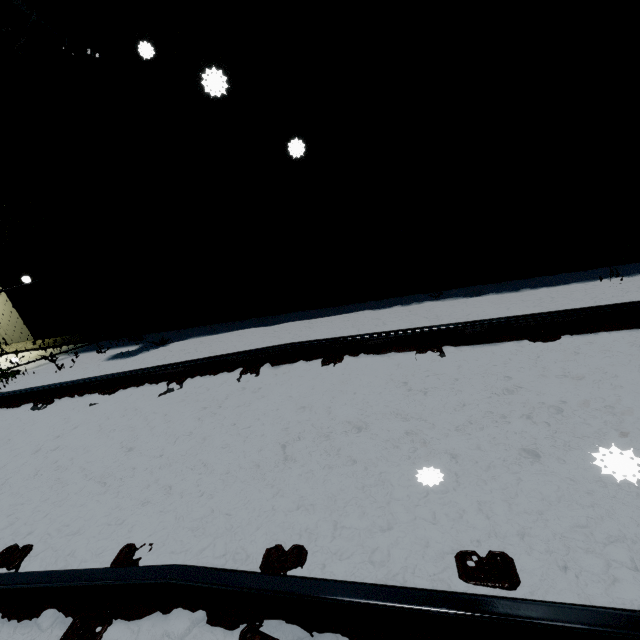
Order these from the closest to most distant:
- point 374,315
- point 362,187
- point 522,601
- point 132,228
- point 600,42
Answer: point 522,601
point 600,42
point 374,315
point 362,187
point 132,228
